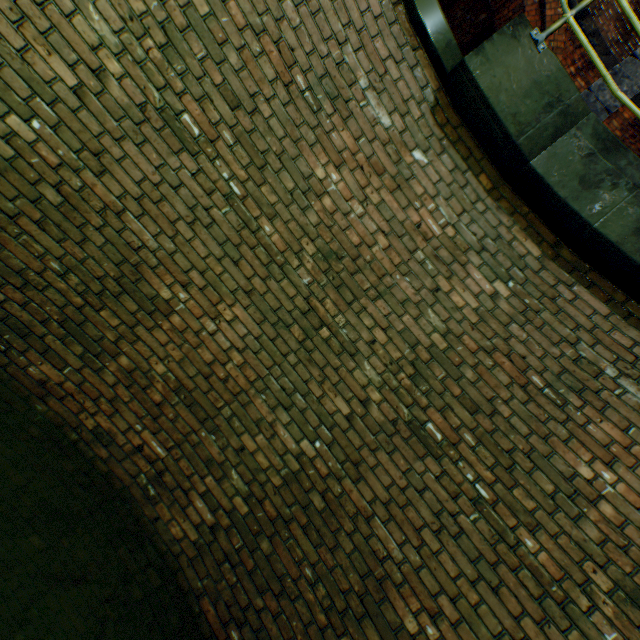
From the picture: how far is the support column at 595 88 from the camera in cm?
605

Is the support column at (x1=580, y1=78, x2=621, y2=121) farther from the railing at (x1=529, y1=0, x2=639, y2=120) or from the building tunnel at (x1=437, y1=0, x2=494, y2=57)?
the railing at (x1=529, y1=0, x2=639, y2=120)

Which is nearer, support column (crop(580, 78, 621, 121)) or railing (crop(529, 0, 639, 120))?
railing (crop(529, 0, 639, 120))

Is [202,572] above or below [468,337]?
below

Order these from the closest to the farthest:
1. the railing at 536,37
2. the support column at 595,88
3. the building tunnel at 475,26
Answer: the railing at 536,37 < the support column at 595,88 < the building tunnel at 475,26

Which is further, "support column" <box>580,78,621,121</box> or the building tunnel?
the building tunnel

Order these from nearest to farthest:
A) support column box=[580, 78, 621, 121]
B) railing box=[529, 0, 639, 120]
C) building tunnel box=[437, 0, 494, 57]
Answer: railing box=[529, 0, 639, 120] → support column box=[580, 78, 621, 121] → building tunnel box=[437, 0, 494, 57]
